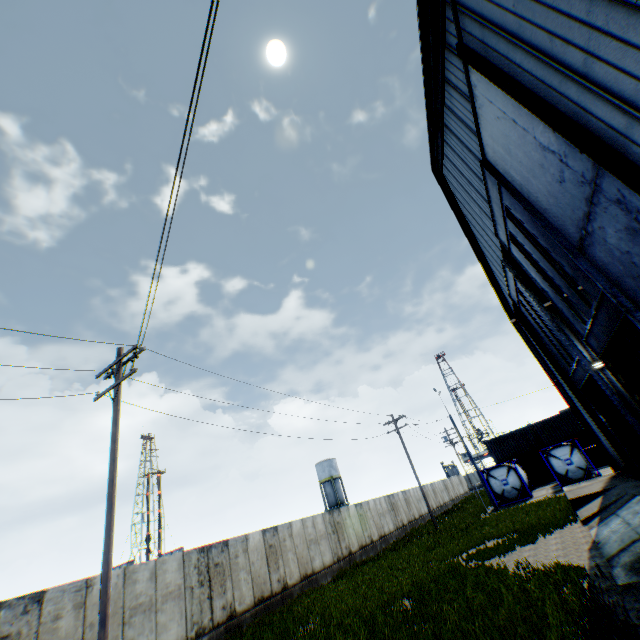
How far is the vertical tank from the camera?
55.7m

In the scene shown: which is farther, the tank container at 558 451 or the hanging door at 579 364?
the tank container at 558 451

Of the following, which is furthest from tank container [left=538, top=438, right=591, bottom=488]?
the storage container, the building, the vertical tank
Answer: the vertical tank

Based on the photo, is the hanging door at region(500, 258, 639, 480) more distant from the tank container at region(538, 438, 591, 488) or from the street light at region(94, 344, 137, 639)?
the street light at region(94, 344, 137, 639)

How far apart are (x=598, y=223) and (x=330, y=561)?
22.8m

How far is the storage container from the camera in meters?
32.2 m

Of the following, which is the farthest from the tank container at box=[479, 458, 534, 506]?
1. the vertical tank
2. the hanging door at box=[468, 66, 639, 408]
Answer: the vertical tank

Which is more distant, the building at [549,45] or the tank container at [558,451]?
the tank container at [558,451]
